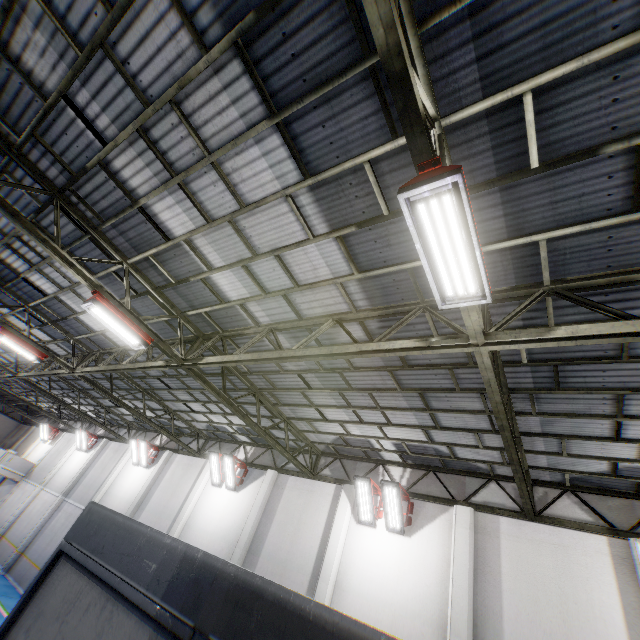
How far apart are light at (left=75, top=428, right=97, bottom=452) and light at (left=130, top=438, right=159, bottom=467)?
7.38m

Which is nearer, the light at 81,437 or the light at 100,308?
the light at 100,308

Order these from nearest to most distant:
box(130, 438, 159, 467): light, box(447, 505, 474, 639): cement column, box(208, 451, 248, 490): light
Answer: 1. box(447, 505, 474, 639): cement column
2. box(208, 451, 248, 490): light
3. box(130, 438, 159, 467): light

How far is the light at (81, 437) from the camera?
23.27m

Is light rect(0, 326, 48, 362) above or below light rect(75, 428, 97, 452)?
above

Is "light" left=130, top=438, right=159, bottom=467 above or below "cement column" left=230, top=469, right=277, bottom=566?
above

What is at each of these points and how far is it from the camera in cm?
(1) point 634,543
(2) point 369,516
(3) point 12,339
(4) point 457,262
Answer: (1) cement column, 760
(2) light, 1073
(3) light, 1152
(4) light, 354

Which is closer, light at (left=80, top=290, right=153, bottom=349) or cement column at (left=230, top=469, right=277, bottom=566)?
light at (left=80, top=290, right=153, bottom=349)
